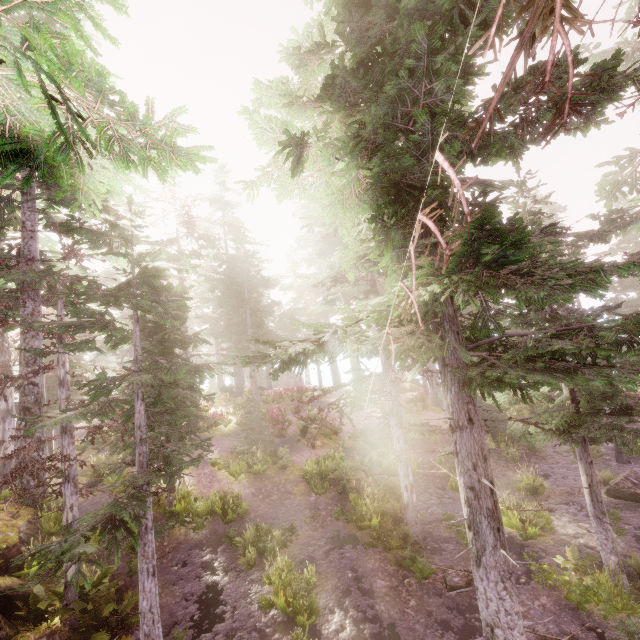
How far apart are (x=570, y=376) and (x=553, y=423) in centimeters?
635cm

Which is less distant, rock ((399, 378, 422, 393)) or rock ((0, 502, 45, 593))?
rock ((0, 502, 45, 593))

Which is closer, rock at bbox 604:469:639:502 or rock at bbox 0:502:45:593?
rock at bbox 0:502:45:593

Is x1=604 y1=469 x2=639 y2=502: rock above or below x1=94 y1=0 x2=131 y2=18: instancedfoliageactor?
below

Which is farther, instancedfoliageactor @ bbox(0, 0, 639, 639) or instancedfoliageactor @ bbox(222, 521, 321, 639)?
instancedfoliageactor @ bbox(222, 521, 321, 639)

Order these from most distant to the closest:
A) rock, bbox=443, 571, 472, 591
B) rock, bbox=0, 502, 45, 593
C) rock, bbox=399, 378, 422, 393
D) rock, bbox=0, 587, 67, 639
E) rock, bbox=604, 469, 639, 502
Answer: rock, bbox=399, 378, 422, 393, rock, bbox=604, 469, 639, 502, rock, bbox=443, 571, 472, 591, rock, bbox=0, 502, 45, 593, rock, bbox=0, 587, 67, 639

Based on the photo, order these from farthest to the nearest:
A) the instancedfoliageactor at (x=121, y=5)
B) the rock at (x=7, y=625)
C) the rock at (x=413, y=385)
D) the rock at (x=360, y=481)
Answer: the rock at (x=413, y=385) < the rock at (x=360, y=481) < the rock at (x=7, y=625) < the instancedfoliageactor at (x=121, y=5)

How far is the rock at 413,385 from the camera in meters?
34.2 m
